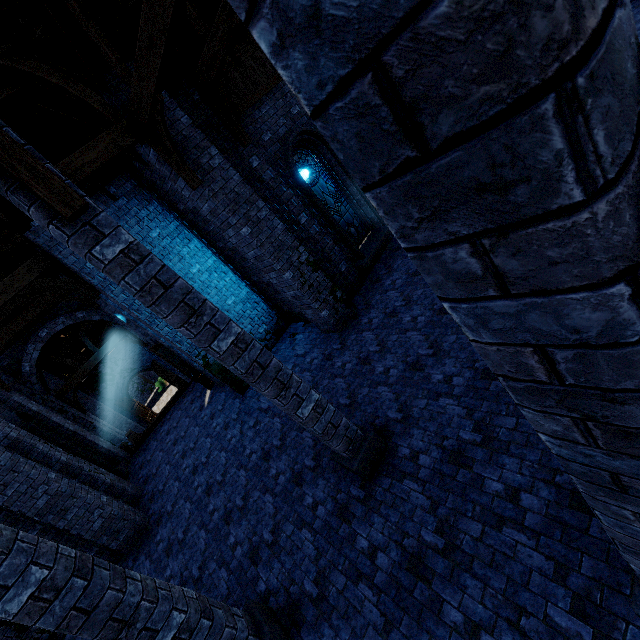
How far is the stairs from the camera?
14.3 meters

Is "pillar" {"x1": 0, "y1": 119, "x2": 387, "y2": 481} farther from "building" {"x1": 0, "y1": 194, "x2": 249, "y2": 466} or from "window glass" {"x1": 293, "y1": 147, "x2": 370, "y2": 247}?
"window glass" {"x1": 293, "y1": 147, "x2": 370, "y2": 247}

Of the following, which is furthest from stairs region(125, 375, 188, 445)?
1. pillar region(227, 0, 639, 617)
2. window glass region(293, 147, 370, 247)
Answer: pillar region(227, 0, 639, 617)

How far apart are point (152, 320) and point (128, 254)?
6.61m

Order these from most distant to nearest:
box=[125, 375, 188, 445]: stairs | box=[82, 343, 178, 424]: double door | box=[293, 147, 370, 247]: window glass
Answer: box=[82, 343, 178, 424]: double door
box=[125, 375, 188, 445]: stairs
box=[293, 147, 370, 247]: window glass

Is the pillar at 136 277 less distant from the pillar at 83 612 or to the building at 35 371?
the building at 35 371

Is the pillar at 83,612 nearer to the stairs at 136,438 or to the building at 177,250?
the building at 177,250

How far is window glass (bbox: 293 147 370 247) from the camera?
10.0m
